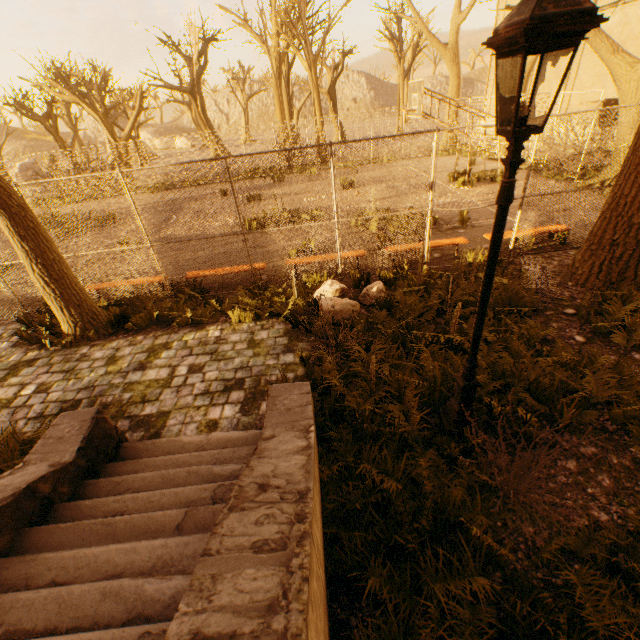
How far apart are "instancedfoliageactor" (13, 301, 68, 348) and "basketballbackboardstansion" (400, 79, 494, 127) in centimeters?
1337cm

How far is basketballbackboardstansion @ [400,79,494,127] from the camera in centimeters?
1184cm

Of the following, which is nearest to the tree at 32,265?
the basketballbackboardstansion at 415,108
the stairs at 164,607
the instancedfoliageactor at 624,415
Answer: the instancedfoliageactor at 624,415

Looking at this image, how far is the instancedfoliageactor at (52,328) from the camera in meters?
6.5 m

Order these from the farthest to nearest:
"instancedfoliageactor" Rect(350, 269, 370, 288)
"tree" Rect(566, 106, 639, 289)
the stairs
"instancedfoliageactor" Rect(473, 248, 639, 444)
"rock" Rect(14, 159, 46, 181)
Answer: "rock" Rect(14, 159, 46, 181) → "instancedfoliageactor" Rect(350, 269, 370, 288) → "tree" Rect(566, 106, 639, 289) → "instancedfoliageactor" Rect(473, 248, 639, 444) → the stairs

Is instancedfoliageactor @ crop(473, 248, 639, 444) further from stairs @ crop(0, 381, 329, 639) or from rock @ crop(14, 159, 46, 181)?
rock @ crop(14, 159, 46, 181)

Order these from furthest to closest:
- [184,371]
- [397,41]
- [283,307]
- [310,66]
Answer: [397,41]
[310,66]
[283,307]
[184,371]

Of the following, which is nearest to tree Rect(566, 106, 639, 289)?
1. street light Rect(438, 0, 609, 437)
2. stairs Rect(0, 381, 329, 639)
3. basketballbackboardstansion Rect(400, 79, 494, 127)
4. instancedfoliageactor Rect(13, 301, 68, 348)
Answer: instancedfoliageactor Rect(13, 301, 68, 348)
